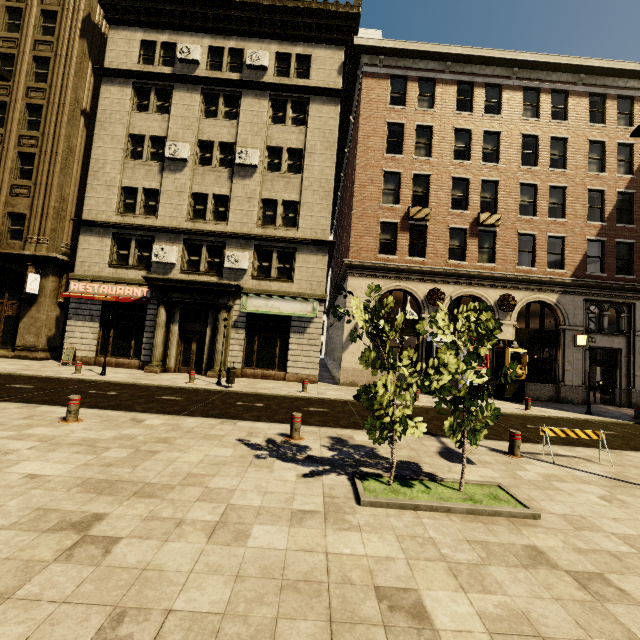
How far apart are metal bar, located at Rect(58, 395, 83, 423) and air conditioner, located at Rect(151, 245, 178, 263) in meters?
11.7

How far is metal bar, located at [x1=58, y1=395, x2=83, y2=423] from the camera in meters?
7.1 m

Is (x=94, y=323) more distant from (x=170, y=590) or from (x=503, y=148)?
(x=503, y=148)

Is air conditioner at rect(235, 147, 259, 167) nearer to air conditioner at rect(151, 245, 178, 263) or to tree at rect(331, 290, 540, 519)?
air conditioner at rect(151, 245, 178, 263)

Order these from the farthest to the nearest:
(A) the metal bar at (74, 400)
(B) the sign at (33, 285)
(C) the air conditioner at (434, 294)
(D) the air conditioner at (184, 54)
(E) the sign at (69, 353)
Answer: (D) the air conditioner at (184, 54)
(C) the air conditioner at (434, 294)
(B) the sign at (33, 285)
(E) the sign at (69, 353)
(A) the metal bar at (74, 400)

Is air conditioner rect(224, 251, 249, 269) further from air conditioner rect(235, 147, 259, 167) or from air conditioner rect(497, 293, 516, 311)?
air conditioner rect(497, 293, 516, 311)

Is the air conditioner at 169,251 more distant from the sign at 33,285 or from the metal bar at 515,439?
the metal bar at 515,439

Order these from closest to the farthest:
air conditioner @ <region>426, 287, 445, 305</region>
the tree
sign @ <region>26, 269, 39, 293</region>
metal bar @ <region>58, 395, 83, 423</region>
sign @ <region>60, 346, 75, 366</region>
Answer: the tree
metal bar @ <region>58, 395, 83, 423</region>
sign @ <region>60, 346, 75, 366</region>
sign @ <region>26, 269, 39, 293</region>
air conditioner @ <region>426, 287, 445, 305</region>
